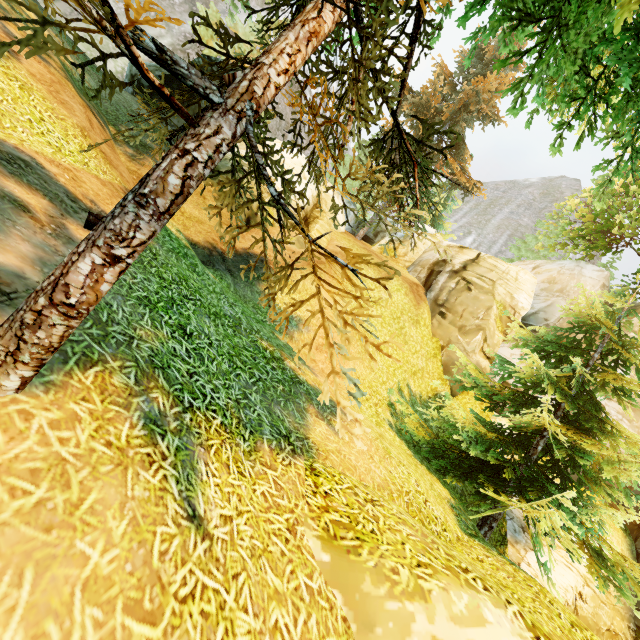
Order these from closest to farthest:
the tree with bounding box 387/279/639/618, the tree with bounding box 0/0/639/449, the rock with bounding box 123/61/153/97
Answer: the tree with bounding box 0/0/639/449
the tree with bounding box 387/279/639/618
the rock with bounding box 123/61/153/97

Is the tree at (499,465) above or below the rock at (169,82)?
below

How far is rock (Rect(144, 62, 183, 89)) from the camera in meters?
13.7 m

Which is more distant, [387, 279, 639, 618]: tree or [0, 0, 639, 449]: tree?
[387, 279, 639, 618]: tree

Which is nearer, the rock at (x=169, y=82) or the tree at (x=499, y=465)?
the tree at (x=499, y=465)

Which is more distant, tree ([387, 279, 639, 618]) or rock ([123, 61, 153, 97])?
rock ([123, 61, 153, 97])

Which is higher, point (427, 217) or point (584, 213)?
point (584, 213)
